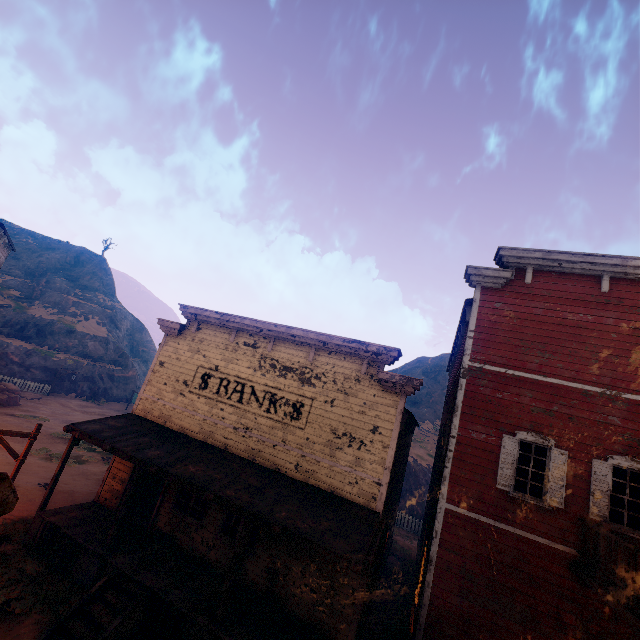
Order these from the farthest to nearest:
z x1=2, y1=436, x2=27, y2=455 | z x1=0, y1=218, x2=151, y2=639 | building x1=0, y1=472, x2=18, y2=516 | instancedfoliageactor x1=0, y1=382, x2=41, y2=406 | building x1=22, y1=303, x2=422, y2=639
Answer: instancedfoliageactor x1=0, y1=382, x2=41, y2=406 → z x1=2, y1=436, x2=27, y2=455 → z x1=0, y1=218, x2=151, y2=639 → building x1=22, y1=303, x2=422, y2=639 → building x1=0, y1=472, x2=18, y2=516

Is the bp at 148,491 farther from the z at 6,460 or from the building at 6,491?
the z at 6,460

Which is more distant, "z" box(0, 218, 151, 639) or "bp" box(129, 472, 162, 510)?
"bp" box(129, 472, 162, 510)

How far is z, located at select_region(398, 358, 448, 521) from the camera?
26.5m

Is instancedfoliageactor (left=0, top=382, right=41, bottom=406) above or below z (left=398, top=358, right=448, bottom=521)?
below

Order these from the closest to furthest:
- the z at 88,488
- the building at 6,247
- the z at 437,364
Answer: the z at 88,488 < the building at 6,247 < the z at 437,364

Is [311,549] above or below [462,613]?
above
